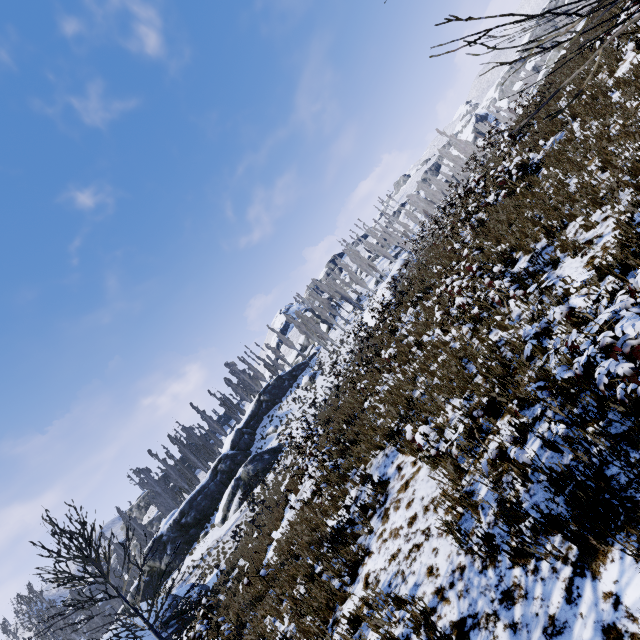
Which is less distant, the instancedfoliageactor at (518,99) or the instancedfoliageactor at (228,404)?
the instancedfoliageactor at (518,99)

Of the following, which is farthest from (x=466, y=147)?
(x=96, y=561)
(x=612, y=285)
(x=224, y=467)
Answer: (x=96, y=561)

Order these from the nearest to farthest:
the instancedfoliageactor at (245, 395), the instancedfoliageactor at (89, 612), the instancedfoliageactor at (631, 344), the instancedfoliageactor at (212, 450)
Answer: the instancedfoliageactor at (631, 344) → the instancedfoliageactor at (89, 612) → the instancedfoliageactor at (212, 450) → the instancedfoliageactor at (245, 395)

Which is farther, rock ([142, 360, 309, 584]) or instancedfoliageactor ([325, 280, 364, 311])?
instancedfoliageactor ([325, 280, 364, 311])

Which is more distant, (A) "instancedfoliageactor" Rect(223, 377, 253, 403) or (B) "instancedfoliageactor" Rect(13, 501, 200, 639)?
(A) "instancedfoliageactor" Rect(223, 377, 253, 403)

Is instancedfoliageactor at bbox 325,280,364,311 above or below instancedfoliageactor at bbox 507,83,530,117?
above

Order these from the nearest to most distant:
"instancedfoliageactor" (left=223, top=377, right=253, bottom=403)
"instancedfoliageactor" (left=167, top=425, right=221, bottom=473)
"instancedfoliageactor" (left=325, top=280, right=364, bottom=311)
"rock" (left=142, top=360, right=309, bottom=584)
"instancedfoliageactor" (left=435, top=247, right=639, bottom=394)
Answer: "instancedfoliageactor" (left=435, top=247, right=639, bottom=394) → "rock" (left=142, top=360, right=309, bottom=584) → "instancedfoliageactor" (left=167, top=425, right=221, bottom=473) → "instancedfoliageactor" (left=223, top=377, right=253, bottom=403) → "instancedfoliageactor" (left=325, top=280, right=364, bottom=311)

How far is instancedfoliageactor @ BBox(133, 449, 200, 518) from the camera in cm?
4175
